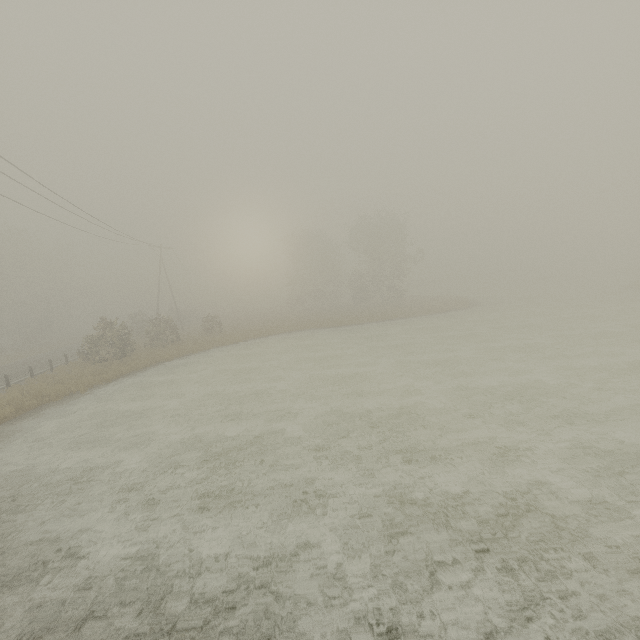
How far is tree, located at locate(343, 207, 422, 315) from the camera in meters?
44.2

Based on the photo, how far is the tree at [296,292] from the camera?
48.3m

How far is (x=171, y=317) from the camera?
32.6 meters

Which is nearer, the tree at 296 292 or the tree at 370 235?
the tree at 370 235

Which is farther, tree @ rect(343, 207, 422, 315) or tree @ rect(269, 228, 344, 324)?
tree @ rect(269, 228, 344, 324)

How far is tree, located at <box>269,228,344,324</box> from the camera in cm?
4833
